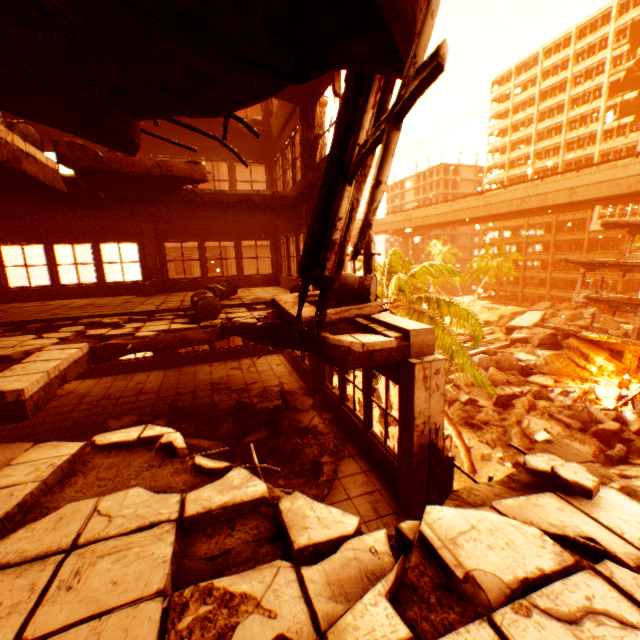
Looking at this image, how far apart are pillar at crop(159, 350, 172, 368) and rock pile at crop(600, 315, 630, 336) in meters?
40.8 m

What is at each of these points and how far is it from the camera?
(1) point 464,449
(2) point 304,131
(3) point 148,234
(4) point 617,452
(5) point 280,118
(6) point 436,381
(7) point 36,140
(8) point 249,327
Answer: (1) rubble, 15.3m
(2) pillar, 8.4m
(3) pillar, 11.8m
(4) metal barrel, 14.7m
(5) wall corner piece, 10.6m
(6) pillar, 4.9m
(7) metal barrel, 4.8m
(8) floor rubble, 6.3m

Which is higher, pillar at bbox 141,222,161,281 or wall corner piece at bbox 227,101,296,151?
wall corner piece at bbox 227,101,296,151

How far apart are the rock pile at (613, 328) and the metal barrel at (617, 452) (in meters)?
24.14

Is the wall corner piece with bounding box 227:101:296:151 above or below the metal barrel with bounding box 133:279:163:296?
above

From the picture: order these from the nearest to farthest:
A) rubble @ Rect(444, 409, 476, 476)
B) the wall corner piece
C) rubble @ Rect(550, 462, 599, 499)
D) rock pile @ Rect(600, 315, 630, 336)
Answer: rubble @ Rect(550, 462, 599, 499), the wall corner piece, rubble @ Rect(444, 409, 476, 476), rock pile @ Rect(600, 315, 630, 336)

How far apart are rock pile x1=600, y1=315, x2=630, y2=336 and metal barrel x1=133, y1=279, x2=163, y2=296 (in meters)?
41.25

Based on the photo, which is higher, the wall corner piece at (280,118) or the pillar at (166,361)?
the wall corner piece at (280,118)
